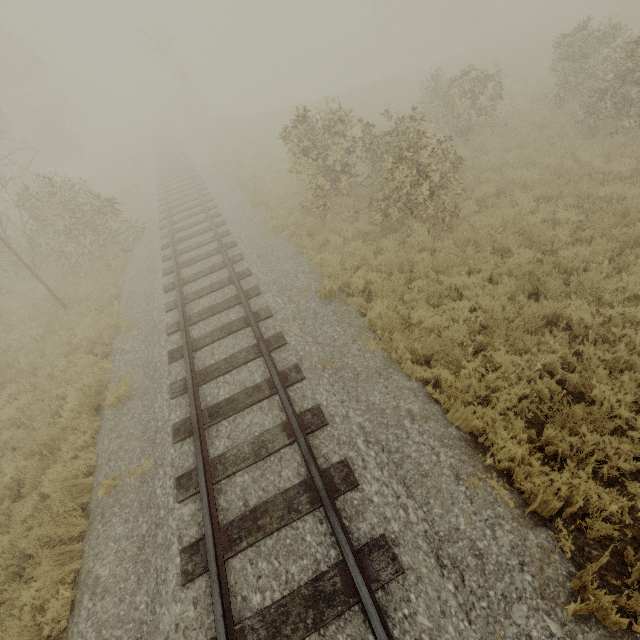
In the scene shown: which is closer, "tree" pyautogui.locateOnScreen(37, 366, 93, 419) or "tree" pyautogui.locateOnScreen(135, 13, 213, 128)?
"tree" pyautogui.locateOnScreen(37, 366, 93, 419)

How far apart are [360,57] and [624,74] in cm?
4353

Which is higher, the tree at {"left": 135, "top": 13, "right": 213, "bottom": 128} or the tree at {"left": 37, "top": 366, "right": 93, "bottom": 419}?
the tree at {"left": 135, "top": 13, "right": 213, "bottom": 128}

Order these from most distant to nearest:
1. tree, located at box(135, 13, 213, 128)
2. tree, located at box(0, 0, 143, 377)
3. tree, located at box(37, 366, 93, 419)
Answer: tree, located at box(135, 13, 213, 128) → tree, located at box(0, 0, 143, 377) → tree, located at box(37, 366, 93, 419)

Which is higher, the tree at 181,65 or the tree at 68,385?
the tree at 181,65

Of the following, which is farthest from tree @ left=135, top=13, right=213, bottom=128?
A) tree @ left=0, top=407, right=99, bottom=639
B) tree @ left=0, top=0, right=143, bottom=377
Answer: tree @ left=0, top=407, right=99, bottom=639

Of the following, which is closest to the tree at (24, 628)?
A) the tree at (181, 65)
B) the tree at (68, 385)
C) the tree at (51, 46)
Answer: the tree at (68, 385)

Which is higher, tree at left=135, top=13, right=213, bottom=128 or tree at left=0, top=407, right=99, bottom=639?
tree at left=135, top=13, right=213, bottom=128
